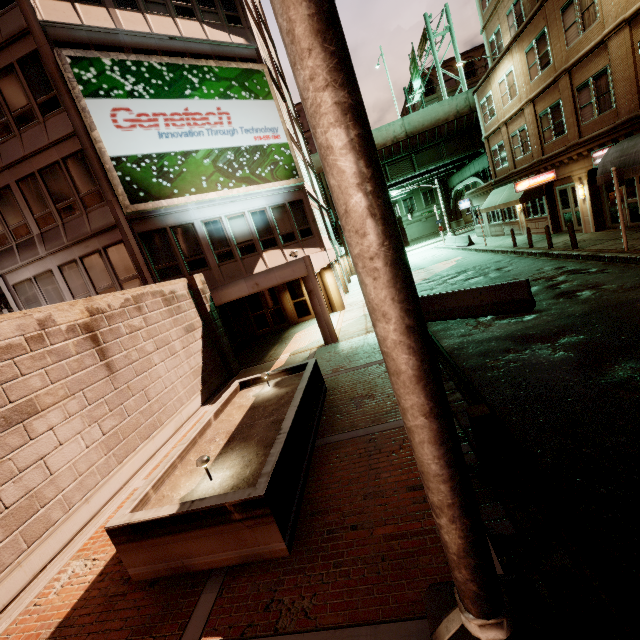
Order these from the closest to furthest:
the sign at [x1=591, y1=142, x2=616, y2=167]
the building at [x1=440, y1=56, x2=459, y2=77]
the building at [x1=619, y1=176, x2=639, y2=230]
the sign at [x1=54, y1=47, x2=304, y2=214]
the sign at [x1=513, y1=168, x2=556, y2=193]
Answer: the sign at [x1=54, y1=47, x2=304, y2=214], the building at [x1=619, y1=176, x2=639, y2=230], the sign at [x1=591, y1=142, x2=616, y2=167], the sign at [x1=513, y1=168, x2=556, y2=193], the building at [x1=440, y1=56, x2=459, y2=77]

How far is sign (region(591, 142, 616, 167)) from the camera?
14.5m

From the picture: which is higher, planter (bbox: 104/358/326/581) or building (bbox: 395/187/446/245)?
building (bbox: 395/187/446/245)

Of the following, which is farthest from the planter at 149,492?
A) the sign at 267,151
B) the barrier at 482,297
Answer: the sign at 267,151

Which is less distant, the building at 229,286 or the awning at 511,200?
the building at 229,286

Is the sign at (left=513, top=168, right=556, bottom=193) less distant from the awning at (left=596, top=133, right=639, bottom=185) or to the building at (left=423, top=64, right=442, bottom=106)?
the awning at (left=596, top=133, right=639, bottom=185)

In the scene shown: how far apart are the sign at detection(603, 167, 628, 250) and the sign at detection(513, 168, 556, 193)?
7.8m

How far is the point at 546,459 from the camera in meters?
4.5 m
